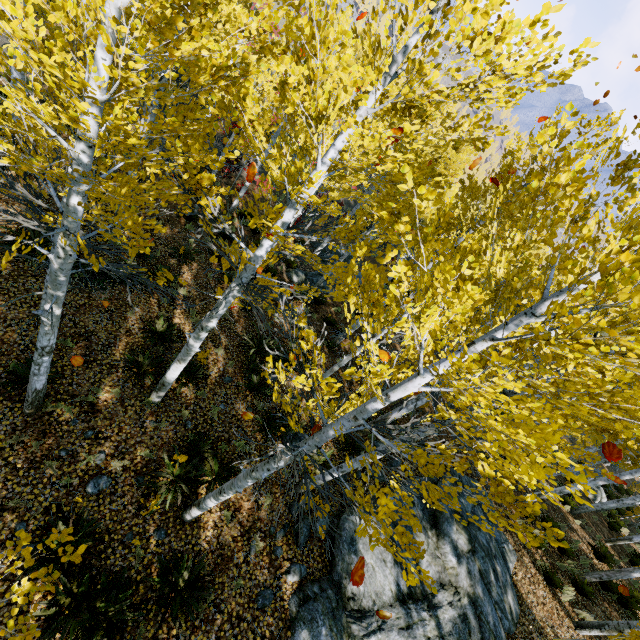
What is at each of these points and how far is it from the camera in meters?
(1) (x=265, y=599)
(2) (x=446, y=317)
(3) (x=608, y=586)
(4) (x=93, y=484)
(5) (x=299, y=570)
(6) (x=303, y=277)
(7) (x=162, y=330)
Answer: (1) rock, 5.9
(2) instancedfoliageactor, 3.3
(3) instancedfoliageactor, 11.2
(4) rock, 5.8
(5) rock, 6.5
(6) rock, 15.8
(7) instancedfoliageactor, 8.6

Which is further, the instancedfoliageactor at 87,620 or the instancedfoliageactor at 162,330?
the instancedfoliageactor at 162,330

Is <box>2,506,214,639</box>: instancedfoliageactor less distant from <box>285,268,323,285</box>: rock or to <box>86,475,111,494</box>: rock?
<box>86,475,111,494</box>: rock

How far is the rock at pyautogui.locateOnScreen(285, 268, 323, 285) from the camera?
15.5m

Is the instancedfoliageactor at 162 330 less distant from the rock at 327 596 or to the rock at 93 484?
the rock at 327 596

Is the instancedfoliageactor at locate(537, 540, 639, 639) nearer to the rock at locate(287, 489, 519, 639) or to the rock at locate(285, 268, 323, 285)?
the rock at locate(287, 489, 519, 639)

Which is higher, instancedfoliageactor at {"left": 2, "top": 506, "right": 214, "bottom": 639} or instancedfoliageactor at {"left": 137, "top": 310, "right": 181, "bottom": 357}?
instancedfoliageactor at {"left": 2, "top": 506, "right": 214, "bottom": 639}

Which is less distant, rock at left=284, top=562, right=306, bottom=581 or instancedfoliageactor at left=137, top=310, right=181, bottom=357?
rock at left=284, top=562, right=306, bottom=581
